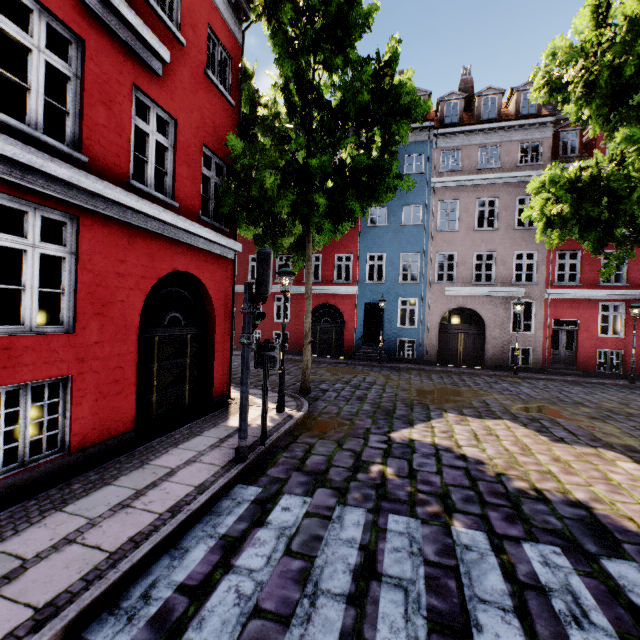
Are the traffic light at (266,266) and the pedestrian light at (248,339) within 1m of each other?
yes

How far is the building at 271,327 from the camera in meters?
21.1

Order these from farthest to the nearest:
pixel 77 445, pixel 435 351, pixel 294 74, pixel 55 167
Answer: pixel 435 351 → pixel 294 74 → pixel 77 445 → pixel 55 167

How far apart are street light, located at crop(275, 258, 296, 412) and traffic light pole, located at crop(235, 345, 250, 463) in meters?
2.7

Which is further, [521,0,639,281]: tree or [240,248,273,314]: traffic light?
[521,0,639,281]: tree

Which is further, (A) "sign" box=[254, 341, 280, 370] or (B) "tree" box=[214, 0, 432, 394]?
(B) "tree" box=[214, 0, 432, 394]

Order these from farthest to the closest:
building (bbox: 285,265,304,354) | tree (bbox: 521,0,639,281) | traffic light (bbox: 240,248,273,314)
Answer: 1. building (bbox: 285,265,304,354)
2. tree (bbox: 521,0,639,281)
3. traffic light (bbox: 240,248,273,314)

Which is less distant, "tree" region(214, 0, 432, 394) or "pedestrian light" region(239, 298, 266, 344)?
"pedestrian light" region(239, 298, 266, 344)
